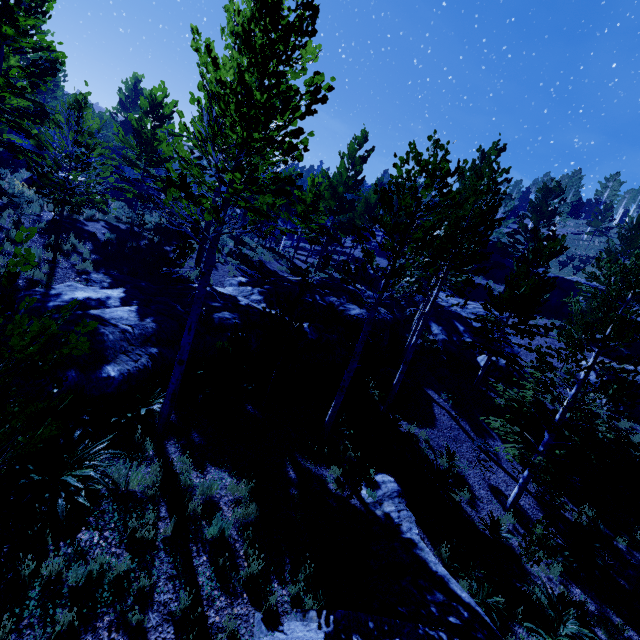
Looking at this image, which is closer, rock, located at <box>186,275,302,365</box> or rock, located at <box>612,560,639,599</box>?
rock, located at <box>612,560,639,599</box>

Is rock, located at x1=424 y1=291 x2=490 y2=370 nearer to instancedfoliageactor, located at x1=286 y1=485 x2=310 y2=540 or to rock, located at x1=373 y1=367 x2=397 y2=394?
instancedfoliageactor, located at x1=286 y1=485 x2=310 y2=540

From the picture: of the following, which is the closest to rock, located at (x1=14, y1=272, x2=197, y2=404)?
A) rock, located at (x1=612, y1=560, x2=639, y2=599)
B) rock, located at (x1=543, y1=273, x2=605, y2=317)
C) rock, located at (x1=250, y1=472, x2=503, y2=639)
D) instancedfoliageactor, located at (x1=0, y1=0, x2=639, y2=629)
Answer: instancedfoliageactor, located at (x1=0, y1=0, x2=639, y2=629)

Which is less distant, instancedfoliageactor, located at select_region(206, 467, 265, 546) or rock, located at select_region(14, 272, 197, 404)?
instancedfoliageactor, located at select_region(206, 467, 265, 546)

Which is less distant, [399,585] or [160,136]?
[160,136]

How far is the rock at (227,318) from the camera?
10.0 meters

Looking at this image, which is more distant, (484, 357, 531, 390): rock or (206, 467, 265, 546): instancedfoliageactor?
(484, 357, 531, 390): rock

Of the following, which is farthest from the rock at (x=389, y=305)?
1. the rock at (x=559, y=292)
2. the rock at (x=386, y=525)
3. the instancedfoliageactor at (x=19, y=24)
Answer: the rock at (x=386, y=525)
